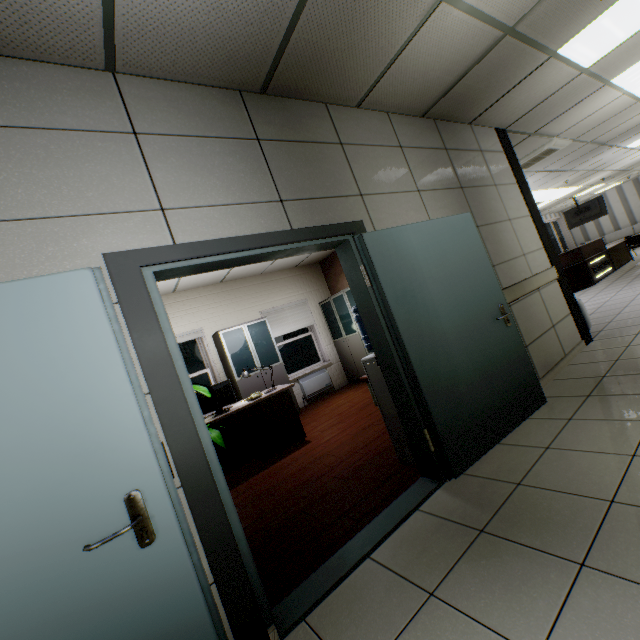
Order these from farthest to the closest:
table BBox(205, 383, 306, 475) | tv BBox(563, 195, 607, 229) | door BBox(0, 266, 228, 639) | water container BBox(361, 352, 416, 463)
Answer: tv BBox(563, 195, 607, 229) < table BBox(205, 383, 306, 475) < water container BBox(361, 352, 416, 463) < door BBox(0, 266, 228, 639)

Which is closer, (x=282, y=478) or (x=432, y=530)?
(x=432, y=530)

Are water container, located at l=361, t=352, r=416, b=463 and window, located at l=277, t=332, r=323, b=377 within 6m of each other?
yes

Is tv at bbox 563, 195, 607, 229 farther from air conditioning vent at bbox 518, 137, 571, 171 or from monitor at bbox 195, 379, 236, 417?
monitor at bbox 195, 379, 236, 417

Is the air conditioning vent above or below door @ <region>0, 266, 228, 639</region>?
above

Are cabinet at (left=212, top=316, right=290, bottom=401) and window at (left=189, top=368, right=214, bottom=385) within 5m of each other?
yes

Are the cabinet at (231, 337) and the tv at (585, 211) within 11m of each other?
no

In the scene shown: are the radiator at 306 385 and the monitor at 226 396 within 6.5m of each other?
yes
